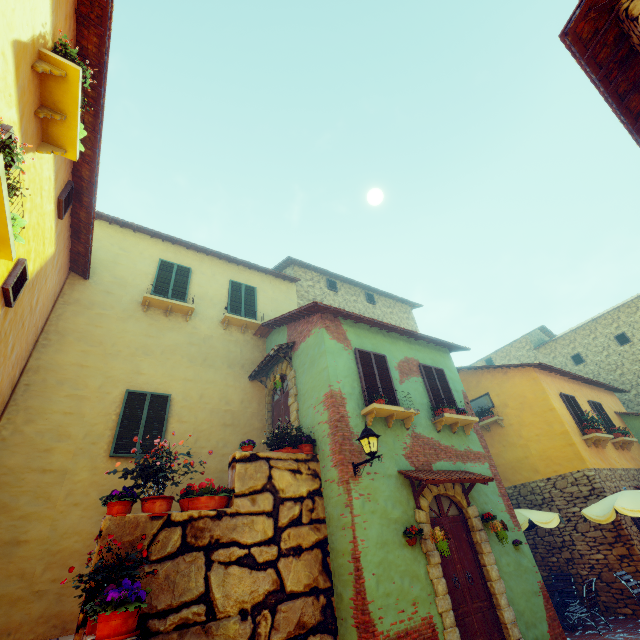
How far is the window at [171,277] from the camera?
10.6m

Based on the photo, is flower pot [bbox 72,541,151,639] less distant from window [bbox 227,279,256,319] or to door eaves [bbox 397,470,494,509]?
door eaves [bbox 397,470,494,509]

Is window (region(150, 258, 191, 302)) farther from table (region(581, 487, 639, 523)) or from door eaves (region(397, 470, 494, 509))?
table (region(581, 487, 639, 523))

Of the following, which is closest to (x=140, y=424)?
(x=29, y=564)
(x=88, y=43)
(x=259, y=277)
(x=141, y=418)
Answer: (x=141, y=418)

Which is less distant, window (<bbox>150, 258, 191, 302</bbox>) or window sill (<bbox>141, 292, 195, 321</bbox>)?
window sill (<bbox>141, 292, 195, 321</bbox>)

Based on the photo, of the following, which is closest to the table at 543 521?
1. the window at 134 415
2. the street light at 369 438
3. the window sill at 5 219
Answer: the street light at 369 438

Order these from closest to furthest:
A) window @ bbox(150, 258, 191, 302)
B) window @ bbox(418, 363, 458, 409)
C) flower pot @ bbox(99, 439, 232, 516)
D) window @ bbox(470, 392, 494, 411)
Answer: flower pot @ bbox(99, 439, 232, 516) → window @ bbox(418, 363, 458, 409) → window @ bbox(150, 258, 191, 302) → window @ bbox(470, 392, 494, 411)

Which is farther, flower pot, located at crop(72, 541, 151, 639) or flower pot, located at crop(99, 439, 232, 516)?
flower pot, located at crop(99, 439, 232, 516)
